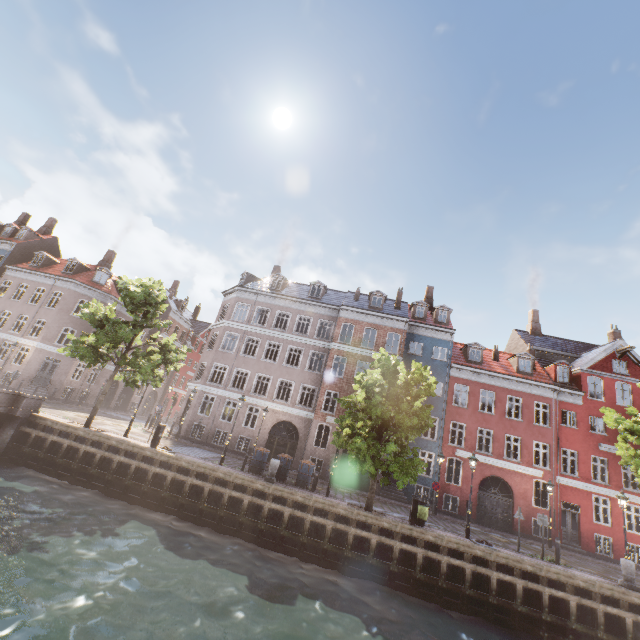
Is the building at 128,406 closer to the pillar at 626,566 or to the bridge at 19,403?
the pillar at 626,566

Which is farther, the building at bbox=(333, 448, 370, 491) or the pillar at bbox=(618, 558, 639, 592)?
the building at bbox=(333, 448, 370, 491)

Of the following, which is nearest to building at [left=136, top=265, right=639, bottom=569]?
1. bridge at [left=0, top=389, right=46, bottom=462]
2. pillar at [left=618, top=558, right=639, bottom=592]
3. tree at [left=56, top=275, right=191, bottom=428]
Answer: tree at [left=56, top=275, right=191, bottom=428]

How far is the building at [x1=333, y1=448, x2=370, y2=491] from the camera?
23.64m

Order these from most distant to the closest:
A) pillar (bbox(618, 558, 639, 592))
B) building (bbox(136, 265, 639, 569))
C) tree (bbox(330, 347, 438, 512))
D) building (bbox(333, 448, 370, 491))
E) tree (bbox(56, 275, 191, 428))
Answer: building (bbox(333, 448, 370, 491)) → building (bbox(136, 265, 639, 569)) → tree (bbox(56, 275, 191, 428)) → tree (bbox(330, 347, 438, 512)) → pillar (bbox(618, 558, 639, 592))

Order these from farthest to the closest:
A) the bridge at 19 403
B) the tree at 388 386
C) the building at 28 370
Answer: the building at 28 370, the bridge at 19 403, the tree at 388 386

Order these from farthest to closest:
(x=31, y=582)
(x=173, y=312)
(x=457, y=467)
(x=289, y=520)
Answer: (x=173, y=312) → (x=457, y=467) → (x=289, y=520) → (x=31, y=582)

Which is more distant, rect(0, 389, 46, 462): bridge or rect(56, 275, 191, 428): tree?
rect(56, 275, 191, 428): tree
